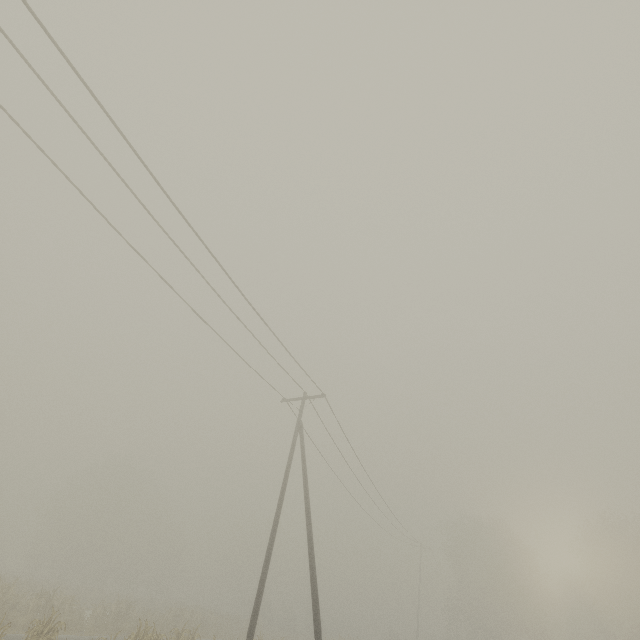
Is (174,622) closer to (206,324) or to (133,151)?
(206,324)
